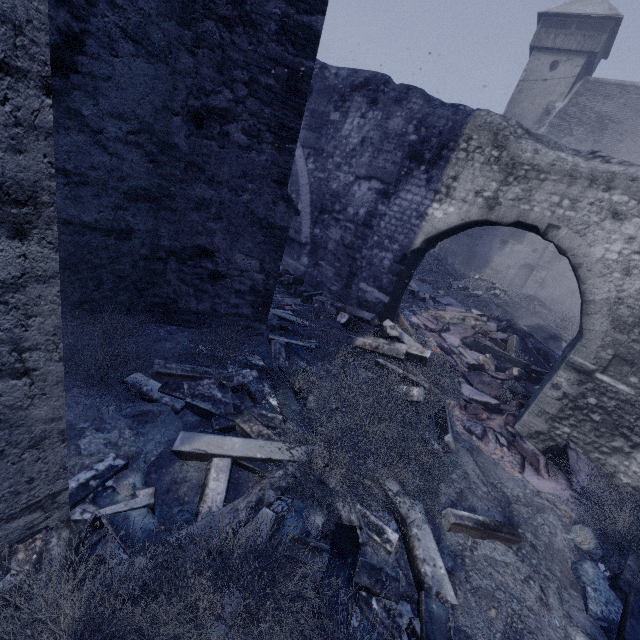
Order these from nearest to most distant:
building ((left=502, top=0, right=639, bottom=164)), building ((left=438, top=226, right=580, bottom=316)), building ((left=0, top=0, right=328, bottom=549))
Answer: building ((left=0, top=0, right=328, bottom=549))
building ((left=502, top=0, right=639, bottom=164))
building ((left=438, top=226, right=580, bottom=316))

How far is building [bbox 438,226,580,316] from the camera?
19.00m

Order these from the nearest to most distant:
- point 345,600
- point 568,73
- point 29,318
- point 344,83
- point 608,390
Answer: point 29,318, point 345,600, point 608,390, point 344,83, point 568,73

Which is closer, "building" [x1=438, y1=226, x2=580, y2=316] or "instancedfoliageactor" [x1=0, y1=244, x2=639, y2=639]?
"instancedfoliageactor" [x1=0, y1=244, x2=639, y2=639]

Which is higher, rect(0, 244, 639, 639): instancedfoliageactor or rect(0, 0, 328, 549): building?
rect(0, 0, 328, 549): building

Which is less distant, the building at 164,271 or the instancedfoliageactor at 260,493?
the building at 164,271

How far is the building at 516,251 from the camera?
19.0m
